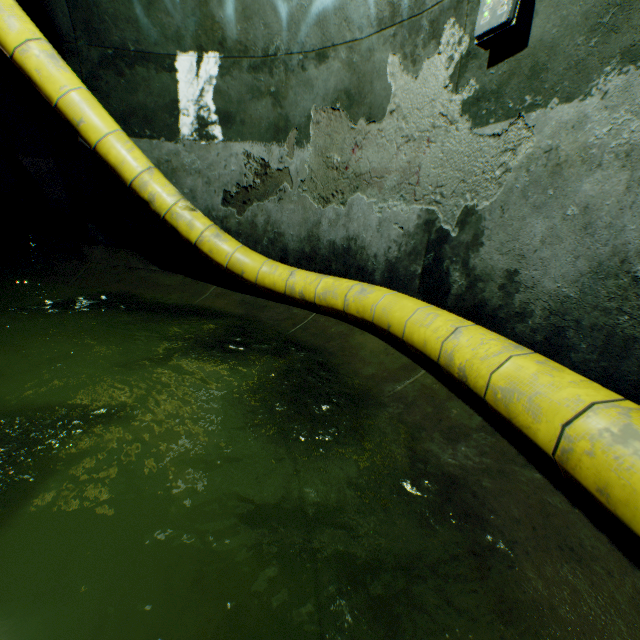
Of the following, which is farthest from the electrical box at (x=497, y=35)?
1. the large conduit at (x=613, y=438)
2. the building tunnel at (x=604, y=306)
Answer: the large conduit at (x=613, y=438)

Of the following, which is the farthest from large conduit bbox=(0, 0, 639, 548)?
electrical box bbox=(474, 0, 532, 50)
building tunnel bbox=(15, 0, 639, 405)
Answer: electrical box bbox=(474, 0, 532, 50)

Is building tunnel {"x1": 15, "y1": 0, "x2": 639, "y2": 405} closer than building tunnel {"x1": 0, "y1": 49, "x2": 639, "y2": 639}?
No

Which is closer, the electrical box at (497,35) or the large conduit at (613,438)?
the large conduit at (613,438)

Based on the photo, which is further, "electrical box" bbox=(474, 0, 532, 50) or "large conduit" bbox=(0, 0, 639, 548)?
"electrical box" bbox=(474, 0, 532, 50)

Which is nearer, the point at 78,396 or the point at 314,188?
the point at 78,396

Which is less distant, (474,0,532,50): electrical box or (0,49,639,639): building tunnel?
(0,49,639,639): building tunnel

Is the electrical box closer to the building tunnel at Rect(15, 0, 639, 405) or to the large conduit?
the building tunnel at Rect(15, 0, 639, 405)
